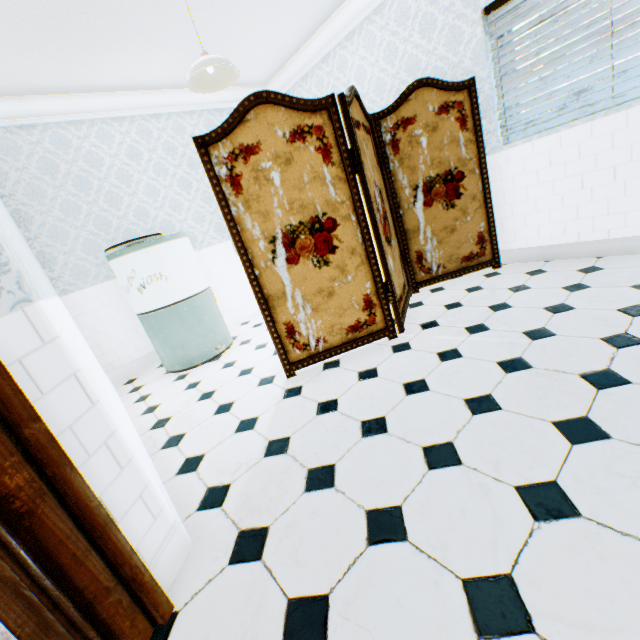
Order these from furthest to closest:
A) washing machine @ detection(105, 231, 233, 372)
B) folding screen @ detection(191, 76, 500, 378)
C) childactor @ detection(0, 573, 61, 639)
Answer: washing machine @ detection(105, 231, 233, 372), folding screen @ detection(191, 76, 500, 378), childactor @ detection(0, 573, 61, 639)

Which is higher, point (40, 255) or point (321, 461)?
point (40, 255)

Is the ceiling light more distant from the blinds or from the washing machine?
the blinds

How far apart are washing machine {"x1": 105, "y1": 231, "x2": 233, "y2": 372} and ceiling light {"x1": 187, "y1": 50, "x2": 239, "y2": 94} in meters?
1.3

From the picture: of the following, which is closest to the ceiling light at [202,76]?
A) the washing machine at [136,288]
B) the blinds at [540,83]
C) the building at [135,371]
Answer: the building at [135,371]

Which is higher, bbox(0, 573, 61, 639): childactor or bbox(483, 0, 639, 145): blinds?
bbox(483, 0, 639, 145): blinds

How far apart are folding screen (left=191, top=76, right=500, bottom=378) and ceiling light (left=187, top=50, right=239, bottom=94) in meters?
1.0 m

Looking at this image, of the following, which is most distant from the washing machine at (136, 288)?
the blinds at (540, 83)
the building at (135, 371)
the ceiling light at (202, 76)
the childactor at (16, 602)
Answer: the blinds at (540, 83)
